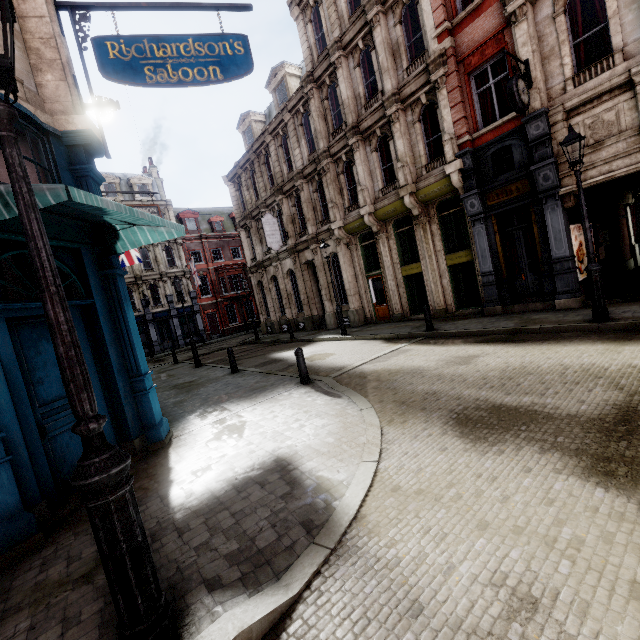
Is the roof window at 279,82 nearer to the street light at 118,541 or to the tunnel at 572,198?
the tunnel at 572,198

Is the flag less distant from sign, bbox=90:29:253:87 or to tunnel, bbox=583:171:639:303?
sign, bbox=90:29:253:87

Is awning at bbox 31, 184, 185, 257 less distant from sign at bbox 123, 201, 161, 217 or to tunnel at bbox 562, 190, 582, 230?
sign at bbox 123, 201, 161, 217

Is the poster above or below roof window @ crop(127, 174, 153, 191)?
below

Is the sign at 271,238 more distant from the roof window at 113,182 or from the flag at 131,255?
the roof window at 113,182

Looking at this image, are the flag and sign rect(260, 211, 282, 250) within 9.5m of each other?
yes

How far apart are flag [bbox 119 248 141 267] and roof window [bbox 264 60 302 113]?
11.4m

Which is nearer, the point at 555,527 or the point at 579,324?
the point at 555,527
